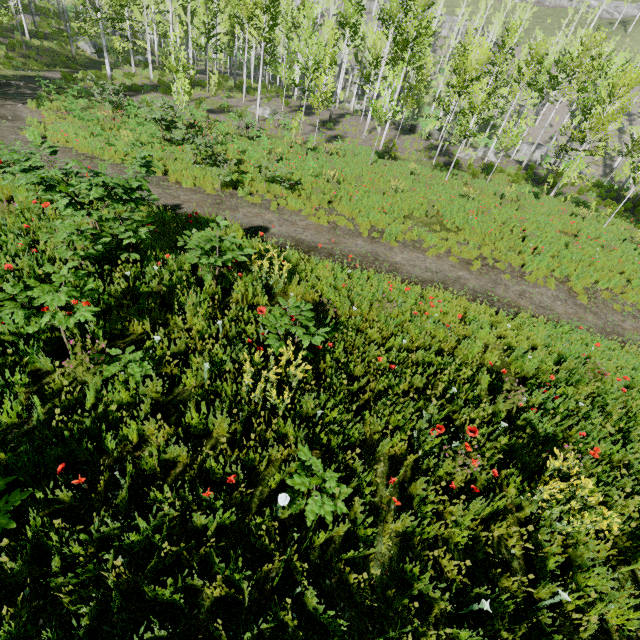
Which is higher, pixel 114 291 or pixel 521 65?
pixel 521 65

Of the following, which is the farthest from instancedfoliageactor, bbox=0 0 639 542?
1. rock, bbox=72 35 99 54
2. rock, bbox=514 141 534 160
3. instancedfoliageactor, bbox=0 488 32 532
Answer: instancedfoliageactor, bbox=0 488 32 532

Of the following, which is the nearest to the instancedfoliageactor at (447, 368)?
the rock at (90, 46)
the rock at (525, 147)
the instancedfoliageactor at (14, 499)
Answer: the rock at (90, 46)

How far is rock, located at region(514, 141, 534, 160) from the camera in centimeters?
3923cm

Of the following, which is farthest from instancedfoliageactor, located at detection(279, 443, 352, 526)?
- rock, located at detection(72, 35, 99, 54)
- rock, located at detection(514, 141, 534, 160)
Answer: rock, located at detection(514, 141, 534, 160)

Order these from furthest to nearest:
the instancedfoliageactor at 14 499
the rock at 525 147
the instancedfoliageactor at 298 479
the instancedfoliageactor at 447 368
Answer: the rock at 525 147
the instancedfoliageactor at 447 368
the instancedfoliageactor at 298 479
the instancedfoliageactor at 14 499

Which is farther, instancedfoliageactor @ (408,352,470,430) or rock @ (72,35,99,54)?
rock @ (72,35,99,54)
